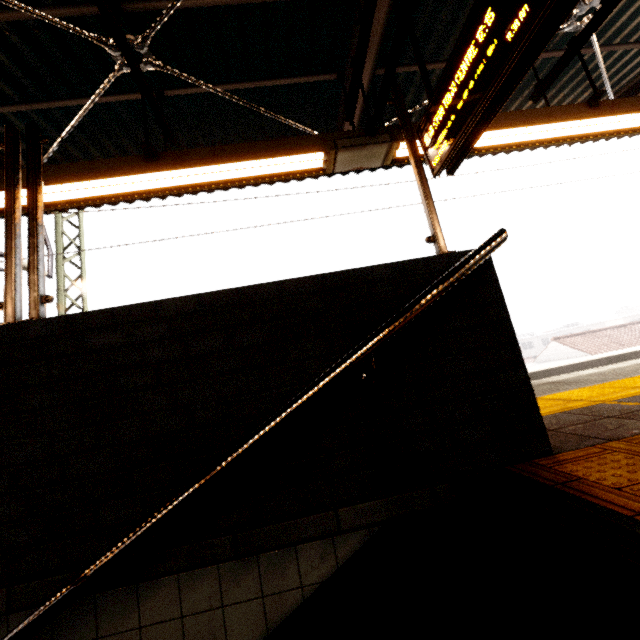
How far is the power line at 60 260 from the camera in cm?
764

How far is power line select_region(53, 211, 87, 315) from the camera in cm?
764

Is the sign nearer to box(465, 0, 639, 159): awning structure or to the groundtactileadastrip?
box(465, 0, 639, 159): awning structure

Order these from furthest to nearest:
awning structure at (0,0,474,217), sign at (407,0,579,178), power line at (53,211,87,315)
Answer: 1. power line at (53,211,87,315)
2. awning structure at (0,0,474,217)
3. sign at (407,0,579,178)

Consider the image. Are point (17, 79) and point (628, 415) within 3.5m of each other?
no

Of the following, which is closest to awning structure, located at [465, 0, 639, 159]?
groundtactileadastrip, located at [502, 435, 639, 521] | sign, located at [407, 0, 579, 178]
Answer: sign, located at [407, 0, 579, 178]

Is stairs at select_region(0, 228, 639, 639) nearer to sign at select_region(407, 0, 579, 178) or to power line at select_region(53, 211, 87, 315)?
sign at select_region(407, 0, 579, 178)

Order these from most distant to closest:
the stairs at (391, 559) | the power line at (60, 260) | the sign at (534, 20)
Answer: the power line at (60, 260) < the sign at (534, 20) < the stairs at (391, 559)
